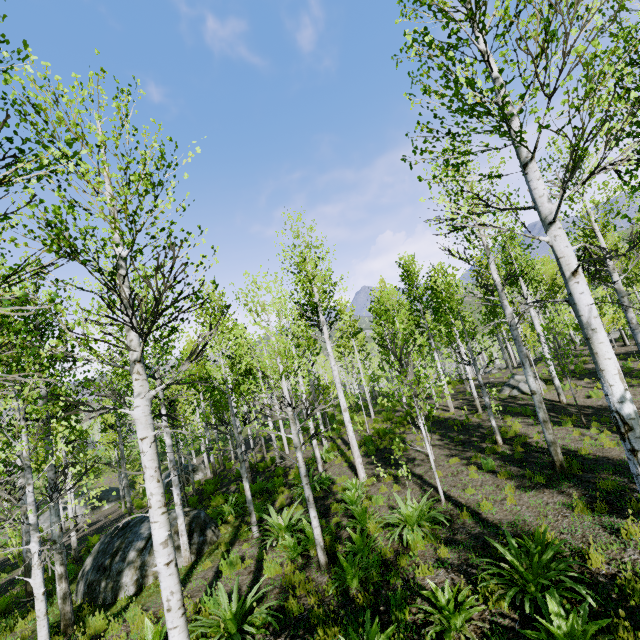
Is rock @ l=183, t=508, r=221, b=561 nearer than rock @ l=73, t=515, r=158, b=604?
No

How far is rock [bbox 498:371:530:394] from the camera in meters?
18.2

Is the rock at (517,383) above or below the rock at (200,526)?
above

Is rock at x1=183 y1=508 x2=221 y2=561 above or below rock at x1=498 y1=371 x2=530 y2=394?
below

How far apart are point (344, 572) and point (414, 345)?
5.1m

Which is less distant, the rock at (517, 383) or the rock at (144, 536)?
the rock at (144, 536)

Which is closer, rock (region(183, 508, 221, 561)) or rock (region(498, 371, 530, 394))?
rock (region(183, 508, 221, 561))
